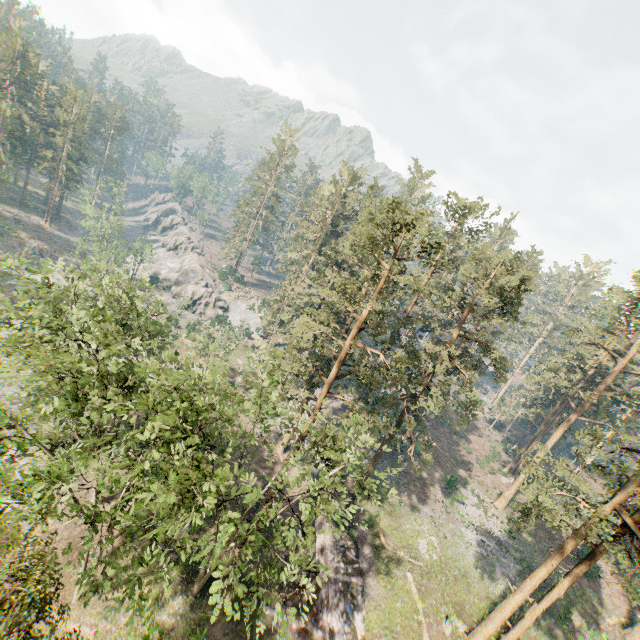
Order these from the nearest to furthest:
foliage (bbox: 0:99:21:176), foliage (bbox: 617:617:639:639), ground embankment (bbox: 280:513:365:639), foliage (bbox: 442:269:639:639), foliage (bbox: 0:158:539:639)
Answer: foliage (bbox: 0:158:539:639) < foliage (bbox: 442:269:639:639) < ground embankment (bbox: 280:513:365:639) < foliage (bbox: 617:617:639:639) < foliage (bbox: 0:99:21:176)

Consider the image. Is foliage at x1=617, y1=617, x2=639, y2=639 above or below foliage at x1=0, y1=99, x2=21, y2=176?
below

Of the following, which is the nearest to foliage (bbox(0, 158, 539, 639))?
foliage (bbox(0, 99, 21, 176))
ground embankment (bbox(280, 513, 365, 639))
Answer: foliage (bbox(0, 99, 21, 176))

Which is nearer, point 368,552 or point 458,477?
point 368,552

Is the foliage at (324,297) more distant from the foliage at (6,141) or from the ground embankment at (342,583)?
the ground embankment at (342,583)
